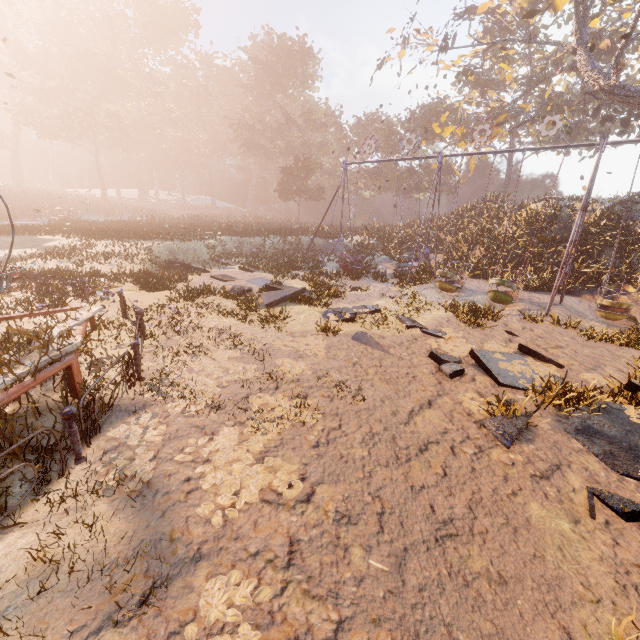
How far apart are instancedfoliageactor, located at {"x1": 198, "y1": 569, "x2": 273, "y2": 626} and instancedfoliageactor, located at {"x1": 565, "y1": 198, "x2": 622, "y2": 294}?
21.0 meters

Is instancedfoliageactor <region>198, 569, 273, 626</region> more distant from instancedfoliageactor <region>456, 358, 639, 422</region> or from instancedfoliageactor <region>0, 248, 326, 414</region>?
instancedfoliageactor <region>456, 358, 639, 422</region>

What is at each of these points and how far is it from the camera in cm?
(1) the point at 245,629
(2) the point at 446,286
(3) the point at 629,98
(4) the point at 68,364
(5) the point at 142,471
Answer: (1) instancedfoliageactor, 244
(2) swing, 1490
(3) tree, 1800
(4) merry-go-round, 496
(5) instancedfoliageactor, 378

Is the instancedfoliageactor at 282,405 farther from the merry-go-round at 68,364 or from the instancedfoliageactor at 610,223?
the instancedfoliageactor at 610,223

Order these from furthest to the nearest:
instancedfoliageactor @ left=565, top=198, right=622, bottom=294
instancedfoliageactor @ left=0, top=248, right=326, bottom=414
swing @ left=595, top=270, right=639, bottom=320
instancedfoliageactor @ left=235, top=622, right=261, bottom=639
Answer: instancedfoliageactor @ left=565, top=198, right=622, bottom=294 → swing @ left=595, top=270, right=639, bottom=320 → instancedfoliageactor @ left=0, top=248, right=326, bottom=414 → instancedfoliageactor @ left=235, top=622, right=261, bottom=639

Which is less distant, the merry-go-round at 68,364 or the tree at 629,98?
the merry-go-round at 68,364

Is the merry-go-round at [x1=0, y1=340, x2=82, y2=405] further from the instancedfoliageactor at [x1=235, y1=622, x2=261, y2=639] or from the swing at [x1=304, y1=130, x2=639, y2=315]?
the swing at [x1=304, y1=130, x2=639, y2=315]

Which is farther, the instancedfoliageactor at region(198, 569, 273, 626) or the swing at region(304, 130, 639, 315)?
the swing at region(304, 130, 639, 315)
